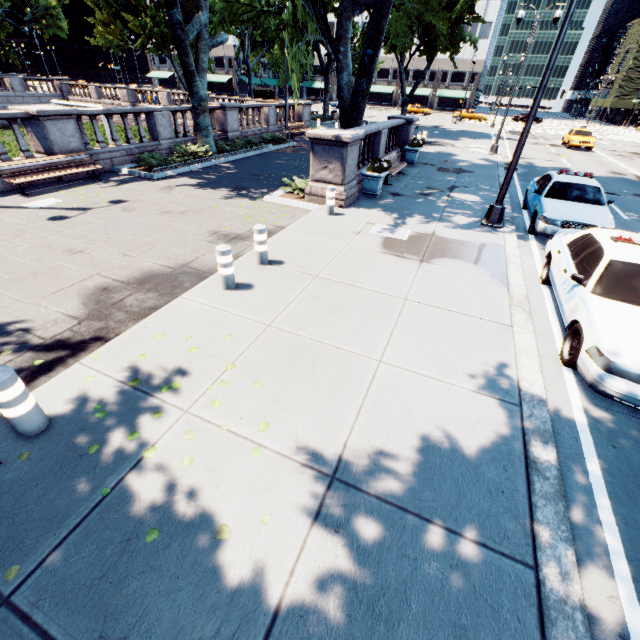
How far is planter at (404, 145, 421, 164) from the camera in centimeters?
1684cm

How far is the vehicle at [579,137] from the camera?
27.0 meters

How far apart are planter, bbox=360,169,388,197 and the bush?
8.01m

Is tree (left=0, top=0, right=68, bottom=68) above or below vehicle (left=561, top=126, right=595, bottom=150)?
above

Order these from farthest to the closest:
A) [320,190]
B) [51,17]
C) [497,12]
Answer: [497,12] < [51,17] < [320,190]

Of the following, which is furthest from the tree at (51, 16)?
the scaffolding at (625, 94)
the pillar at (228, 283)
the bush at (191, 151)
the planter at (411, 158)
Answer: the scaffolding at (625, 94)

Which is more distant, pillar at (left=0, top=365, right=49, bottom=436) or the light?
the light

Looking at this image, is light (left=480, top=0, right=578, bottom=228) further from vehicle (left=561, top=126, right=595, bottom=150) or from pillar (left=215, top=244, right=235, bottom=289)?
vehicle (left=561, top=126, right=595, bottom=150)
